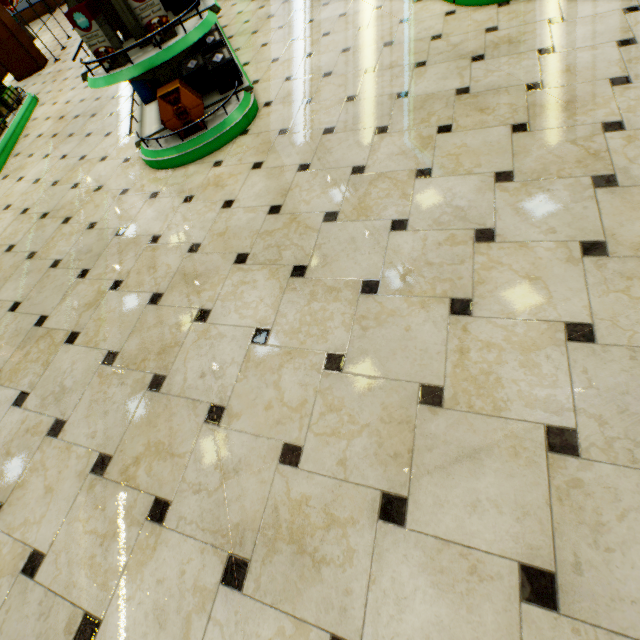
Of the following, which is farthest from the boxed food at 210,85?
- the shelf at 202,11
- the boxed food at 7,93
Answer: the boxed food at 7,93

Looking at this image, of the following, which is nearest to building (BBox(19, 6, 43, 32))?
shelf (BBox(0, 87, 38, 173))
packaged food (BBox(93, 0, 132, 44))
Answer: shelf (BBox(0, 87, 38, 173))

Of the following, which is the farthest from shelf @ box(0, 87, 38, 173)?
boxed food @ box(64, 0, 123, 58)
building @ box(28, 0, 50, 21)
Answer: boxed food @ box(64, 0, 123, 58)

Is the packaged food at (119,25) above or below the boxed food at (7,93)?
above

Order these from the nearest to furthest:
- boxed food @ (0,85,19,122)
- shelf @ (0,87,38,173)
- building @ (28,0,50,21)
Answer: shelf @ (0,87,38,173)
boxed food @ (0,85,19,122)
building @ (28,0,50,21)

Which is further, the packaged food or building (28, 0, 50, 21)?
building (28, 0, 50, 21)

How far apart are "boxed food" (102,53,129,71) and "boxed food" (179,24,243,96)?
0.76m

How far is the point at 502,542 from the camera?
1.01m
